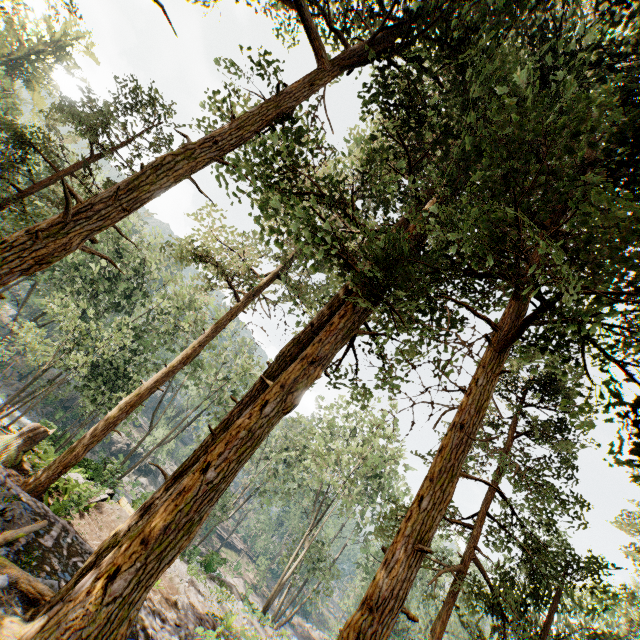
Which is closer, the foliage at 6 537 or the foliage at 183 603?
the foliage at 6 537

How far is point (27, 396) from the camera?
27.7m

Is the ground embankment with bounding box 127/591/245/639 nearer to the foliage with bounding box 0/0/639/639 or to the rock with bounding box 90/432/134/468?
the foliage with bounding box 0/0/639/639

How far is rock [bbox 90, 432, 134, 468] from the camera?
45.3 meters

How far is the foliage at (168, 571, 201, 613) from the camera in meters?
15.3 m

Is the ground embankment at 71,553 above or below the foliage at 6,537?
below
